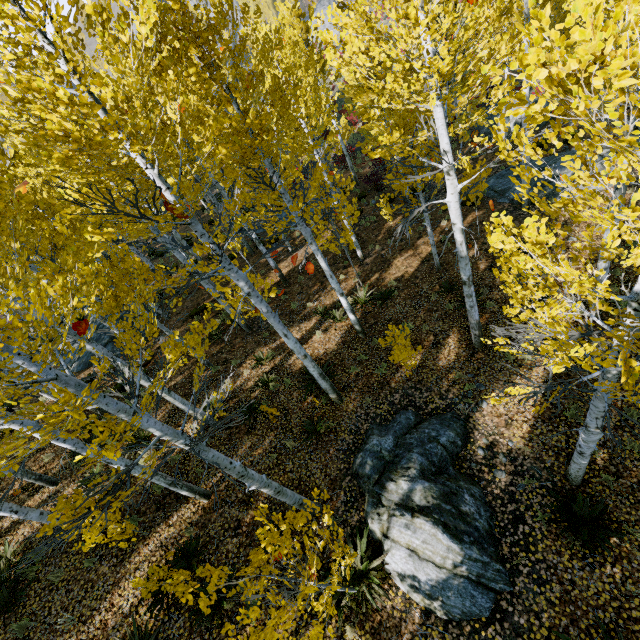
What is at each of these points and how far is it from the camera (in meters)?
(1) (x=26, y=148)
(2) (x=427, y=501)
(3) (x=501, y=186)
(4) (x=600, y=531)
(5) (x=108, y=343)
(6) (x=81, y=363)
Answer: (1) instancedfoliageactor, 12.74
(2) rock, 6.14
(3) rock, 15.16
(4) instancedfoliageactor, 5.40
(5) rock, 15.34
(6) rock, 14.97

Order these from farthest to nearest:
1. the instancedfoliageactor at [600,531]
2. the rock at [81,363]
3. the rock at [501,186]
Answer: the rock at [81,363]
the rock at [501,186]
the instancedfoliageactor at [600,531]

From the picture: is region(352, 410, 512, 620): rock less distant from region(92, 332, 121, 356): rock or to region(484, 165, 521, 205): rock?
region(484, 165, 521, 205): rock

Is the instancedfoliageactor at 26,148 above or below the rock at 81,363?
above

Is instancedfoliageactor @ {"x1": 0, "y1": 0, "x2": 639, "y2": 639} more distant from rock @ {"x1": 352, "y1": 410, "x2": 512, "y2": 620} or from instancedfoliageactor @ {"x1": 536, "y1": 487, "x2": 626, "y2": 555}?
rock @ {"x1": 352, "y1": 410, "x2": 512, "y2": 620}

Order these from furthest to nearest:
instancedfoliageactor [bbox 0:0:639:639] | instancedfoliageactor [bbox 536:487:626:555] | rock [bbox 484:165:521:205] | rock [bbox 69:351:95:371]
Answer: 1. rock [bbox 69:351:95:371]
2. rock [bbox 484:165:521:205]
3. instancedfoliageactor [bbox 536:487:626:555]
4. instancedfoliageactor [bbox 0:0:639:639]

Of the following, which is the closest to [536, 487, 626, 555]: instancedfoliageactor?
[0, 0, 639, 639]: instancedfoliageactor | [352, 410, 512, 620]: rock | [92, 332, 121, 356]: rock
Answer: [0, 0, 639, 639]: instancedfoliageactor

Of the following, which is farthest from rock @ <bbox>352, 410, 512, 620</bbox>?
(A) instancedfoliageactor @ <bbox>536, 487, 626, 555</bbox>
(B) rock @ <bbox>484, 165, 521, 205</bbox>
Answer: (B) rock @ <bbox>484, 165, 521, 205</bbox>
